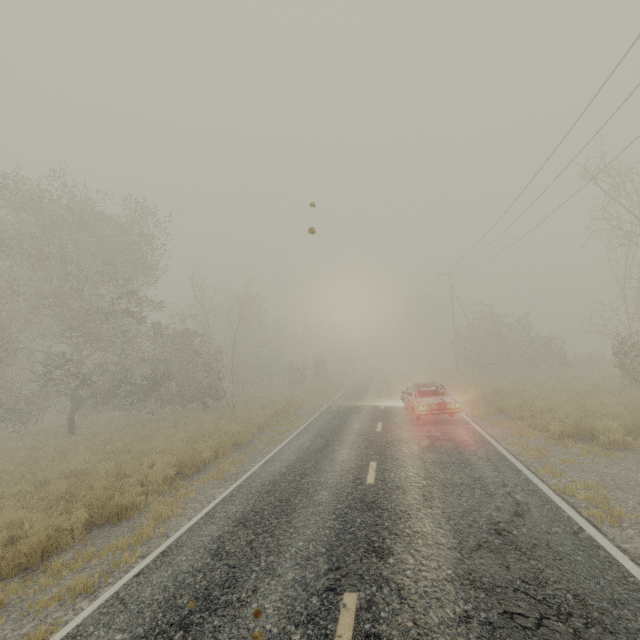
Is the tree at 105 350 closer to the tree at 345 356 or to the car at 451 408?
the tree at 345 356

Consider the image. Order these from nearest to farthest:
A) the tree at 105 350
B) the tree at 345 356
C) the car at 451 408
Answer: the car at 451 408 < the tree at 105 350 < the tree at 345 356

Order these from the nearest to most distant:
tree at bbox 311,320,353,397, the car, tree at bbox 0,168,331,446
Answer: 1. the car
2. tree at bbox 0,168,331,446
3. tree at bbox 311,320,353,397

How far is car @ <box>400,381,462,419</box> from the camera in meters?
12.6 m

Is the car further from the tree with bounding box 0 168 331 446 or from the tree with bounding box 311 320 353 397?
the tree with bounding box 0 168 331 446

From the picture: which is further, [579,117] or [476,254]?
[476,254]

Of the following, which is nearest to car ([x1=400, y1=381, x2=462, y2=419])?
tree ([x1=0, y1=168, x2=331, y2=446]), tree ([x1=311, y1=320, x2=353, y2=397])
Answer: tree ([x1=311, y1=320, x2=353, y2=397])
